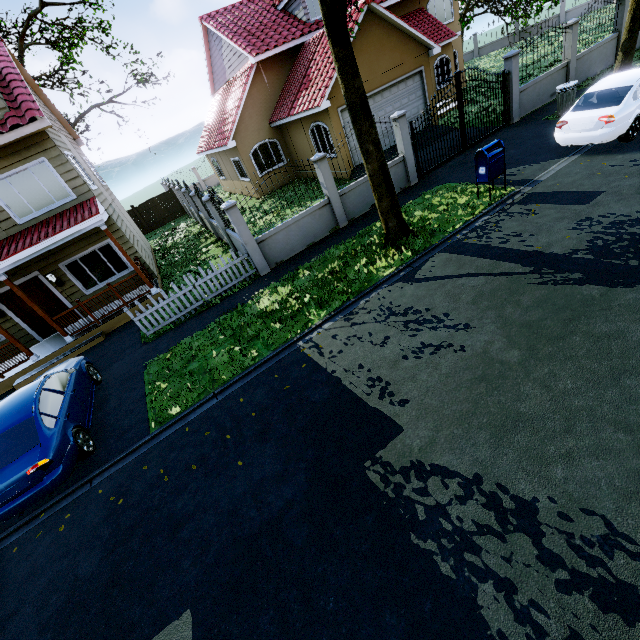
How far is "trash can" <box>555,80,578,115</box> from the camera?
11.5 meters

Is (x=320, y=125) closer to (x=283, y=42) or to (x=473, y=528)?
(x=283, y=42)

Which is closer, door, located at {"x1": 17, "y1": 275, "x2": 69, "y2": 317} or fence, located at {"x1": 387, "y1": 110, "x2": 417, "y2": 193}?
fence, located at {"x1": 387, "y1": 110, "x2": 417, "y2": 193}

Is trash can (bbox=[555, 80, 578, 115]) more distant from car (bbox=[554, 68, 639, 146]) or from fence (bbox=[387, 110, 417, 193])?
fence (bbox=[387, 110, 417, 193])

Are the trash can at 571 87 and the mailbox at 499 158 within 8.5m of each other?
yes

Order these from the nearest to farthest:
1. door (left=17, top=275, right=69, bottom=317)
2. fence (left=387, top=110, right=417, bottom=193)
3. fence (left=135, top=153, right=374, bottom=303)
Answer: fence (left=135, top=153, right=374, bottom=303)
fence (left=387, top=110, right=417, bottom=193)
door (left=17, top=275, right=69, bottom=317)

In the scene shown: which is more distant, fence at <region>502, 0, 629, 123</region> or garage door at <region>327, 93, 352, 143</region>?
garage door at <region>327, 93, 352, 143</region>

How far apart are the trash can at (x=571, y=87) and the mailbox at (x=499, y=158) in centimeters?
595cm
